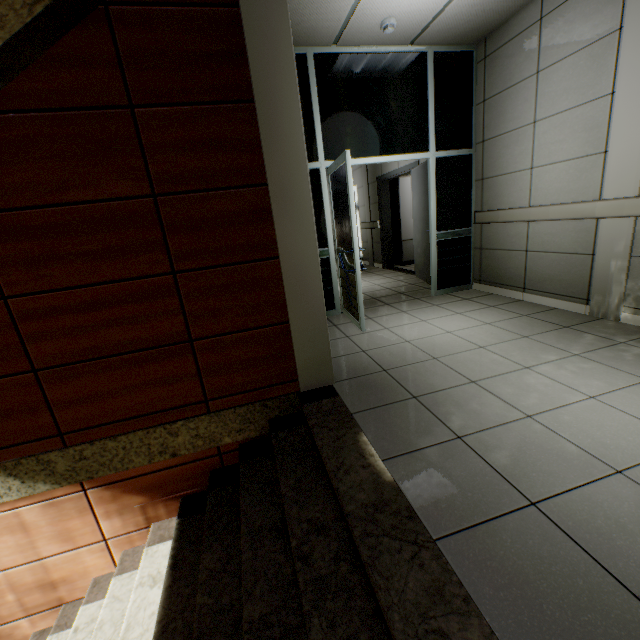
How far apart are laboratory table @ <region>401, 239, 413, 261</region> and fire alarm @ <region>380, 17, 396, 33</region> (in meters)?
4.85

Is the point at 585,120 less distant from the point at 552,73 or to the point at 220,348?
the point at 552,73

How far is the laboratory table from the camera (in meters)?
8.11

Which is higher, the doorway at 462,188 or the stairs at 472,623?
the doorway at 462,188

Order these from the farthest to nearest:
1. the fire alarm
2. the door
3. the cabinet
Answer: the cabinet → the door → the fire alarm

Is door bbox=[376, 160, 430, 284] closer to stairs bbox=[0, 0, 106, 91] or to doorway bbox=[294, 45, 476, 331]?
doorway bbox=[294, 45, 476, 331]

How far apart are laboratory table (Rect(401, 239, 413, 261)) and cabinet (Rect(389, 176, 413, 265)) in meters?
0.0 m

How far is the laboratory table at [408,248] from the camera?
8.1m
